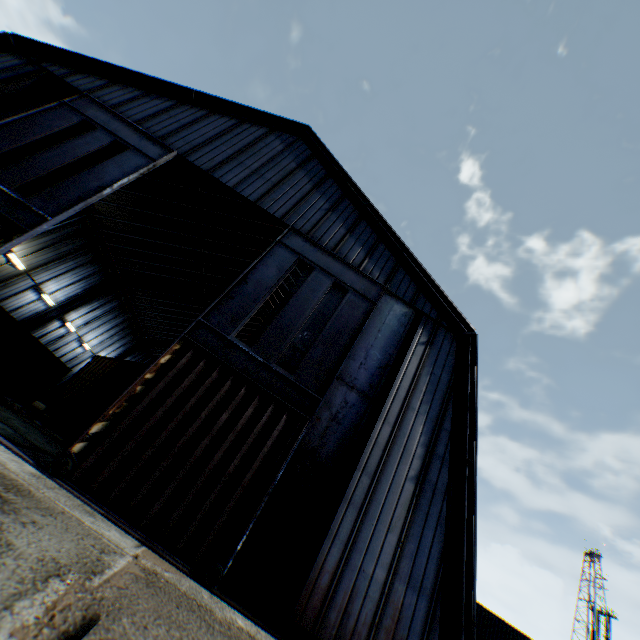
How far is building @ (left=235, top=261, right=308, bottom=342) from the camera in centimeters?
2299cm

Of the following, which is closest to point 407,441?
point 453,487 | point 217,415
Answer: point 453,487

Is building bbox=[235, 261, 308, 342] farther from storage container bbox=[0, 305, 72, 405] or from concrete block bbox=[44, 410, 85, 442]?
concrete block bbox=[44, 410, 85, 442]

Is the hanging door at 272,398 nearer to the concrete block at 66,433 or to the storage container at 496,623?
the concrete block at 66,433

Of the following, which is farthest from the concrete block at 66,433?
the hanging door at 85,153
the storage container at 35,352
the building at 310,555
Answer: the building at 310,555

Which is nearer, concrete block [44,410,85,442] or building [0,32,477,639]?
building [0,32,477,639]

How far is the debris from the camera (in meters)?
16.78

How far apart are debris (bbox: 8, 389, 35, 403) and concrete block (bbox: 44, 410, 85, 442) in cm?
251
